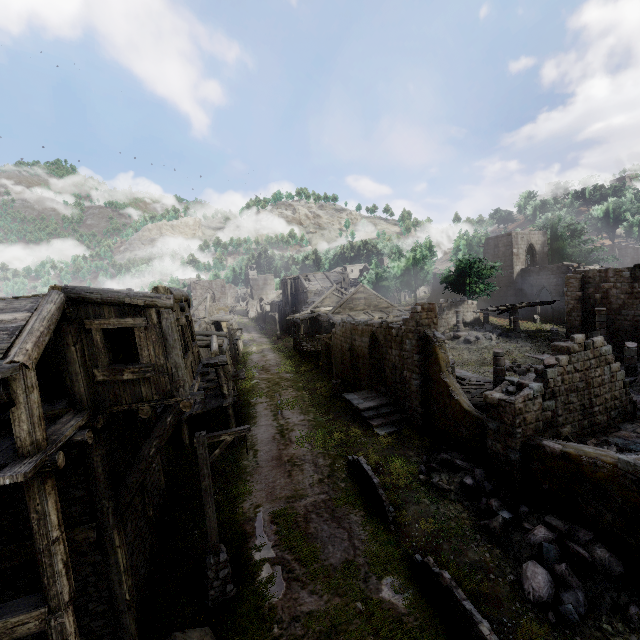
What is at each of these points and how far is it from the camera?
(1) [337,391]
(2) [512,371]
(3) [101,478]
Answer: (1) wooden lamp post, 23.2m
(2) rubble, 23.3m
(3) building, 7.9m

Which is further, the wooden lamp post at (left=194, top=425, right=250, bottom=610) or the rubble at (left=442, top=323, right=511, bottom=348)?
the rubble at (left=442, top=323, right=511, bottom=348)

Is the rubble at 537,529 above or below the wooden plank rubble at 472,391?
below

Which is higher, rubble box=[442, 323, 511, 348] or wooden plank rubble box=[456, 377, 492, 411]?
rubble box=[442, 323, 511, 348]

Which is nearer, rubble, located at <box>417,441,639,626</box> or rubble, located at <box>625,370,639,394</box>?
rubble, located at <box>417,441,639,626</box>

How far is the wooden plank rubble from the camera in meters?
17.3 m

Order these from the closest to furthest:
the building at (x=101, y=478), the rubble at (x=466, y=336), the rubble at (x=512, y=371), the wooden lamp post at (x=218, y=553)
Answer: the building at (x=101, y=478) → the wooden lamp post at (x=218, y=553) → the rubble at (x=512, y=371) → the rubble at (x=466, y=336)

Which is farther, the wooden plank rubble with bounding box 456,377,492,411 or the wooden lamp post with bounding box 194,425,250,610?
the wooden plank rubble with bounding box 456,377,492,411
